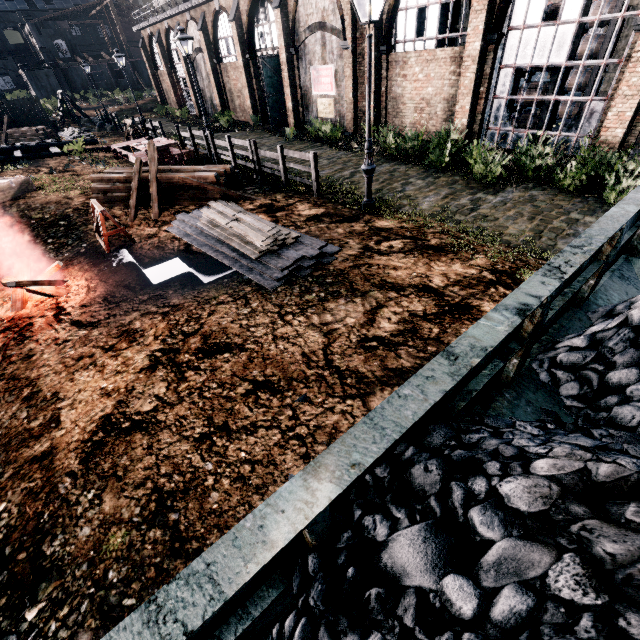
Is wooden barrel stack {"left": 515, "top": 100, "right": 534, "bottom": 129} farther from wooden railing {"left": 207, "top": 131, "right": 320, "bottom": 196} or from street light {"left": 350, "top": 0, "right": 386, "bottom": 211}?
wooden railing {"left": 207, "top": 131, "right": 320, "bottom": 196}

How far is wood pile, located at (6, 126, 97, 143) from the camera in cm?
2773

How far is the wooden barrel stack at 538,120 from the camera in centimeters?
1364cm

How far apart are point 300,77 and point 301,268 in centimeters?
2109cm

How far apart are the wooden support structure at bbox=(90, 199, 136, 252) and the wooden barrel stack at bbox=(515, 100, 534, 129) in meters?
17.0 m

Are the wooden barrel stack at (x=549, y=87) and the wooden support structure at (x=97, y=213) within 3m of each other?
no

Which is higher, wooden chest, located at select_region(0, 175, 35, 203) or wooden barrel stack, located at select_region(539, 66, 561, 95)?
wooden barrel stack, located at select_region(539, 66, 561, 95)

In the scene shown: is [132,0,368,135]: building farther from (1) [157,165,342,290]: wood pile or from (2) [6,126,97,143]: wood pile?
(2) [6,126,97,143]: wood pile
